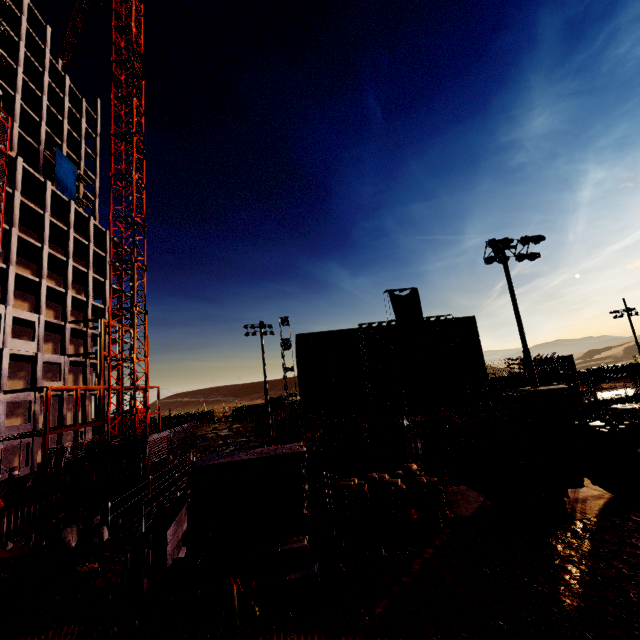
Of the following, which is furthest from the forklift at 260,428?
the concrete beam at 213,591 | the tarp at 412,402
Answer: the concrete beam at 213,591

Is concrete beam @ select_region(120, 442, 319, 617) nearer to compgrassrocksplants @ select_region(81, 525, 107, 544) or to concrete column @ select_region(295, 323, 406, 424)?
compgrassrocksplants @ select_region(81, 525, 107, 544)

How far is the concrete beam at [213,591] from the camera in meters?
8.5

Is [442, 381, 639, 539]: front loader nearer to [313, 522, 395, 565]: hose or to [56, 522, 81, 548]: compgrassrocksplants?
[313, 522, 395, 565]: hose

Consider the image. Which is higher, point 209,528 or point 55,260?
point 55,260

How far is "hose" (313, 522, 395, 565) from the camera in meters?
9.6 m

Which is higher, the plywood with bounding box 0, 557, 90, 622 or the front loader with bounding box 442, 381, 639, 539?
Answer: the front loader with bounding box 442, 381, 639, 539

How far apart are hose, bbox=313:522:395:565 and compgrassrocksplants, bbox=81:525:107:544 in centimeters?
1795cm
